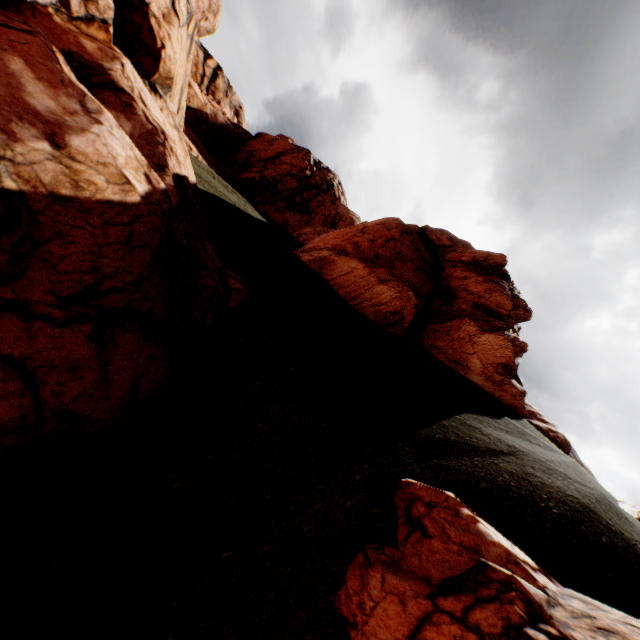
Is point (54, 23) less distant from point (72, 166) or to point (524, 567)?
point (72, 166)

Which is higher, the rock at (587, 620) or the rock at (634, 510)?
the rock at (634, 510)

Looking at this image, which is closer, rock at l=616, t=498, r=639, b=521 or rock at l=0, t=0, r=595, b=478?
rock at l=0, t=0, r=595, b=478

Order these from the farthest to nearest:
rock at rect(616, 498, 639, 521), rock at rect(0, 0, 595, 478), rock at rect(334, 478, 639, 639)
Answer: rock at rect(616, 498, 639, 521) < rock at rect(0, 0, 595, 478) < rock at rect(334, 478, 639, 639)

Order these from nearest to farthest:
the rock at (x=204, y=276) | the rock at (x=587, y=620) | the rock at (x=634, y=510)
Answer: the rock at (x=587, y=620)
the rock at (x=204, y=276)
the rock at (x=634, y=510)

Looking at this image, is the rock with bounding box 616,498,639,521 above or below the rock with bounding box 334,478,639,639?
above
